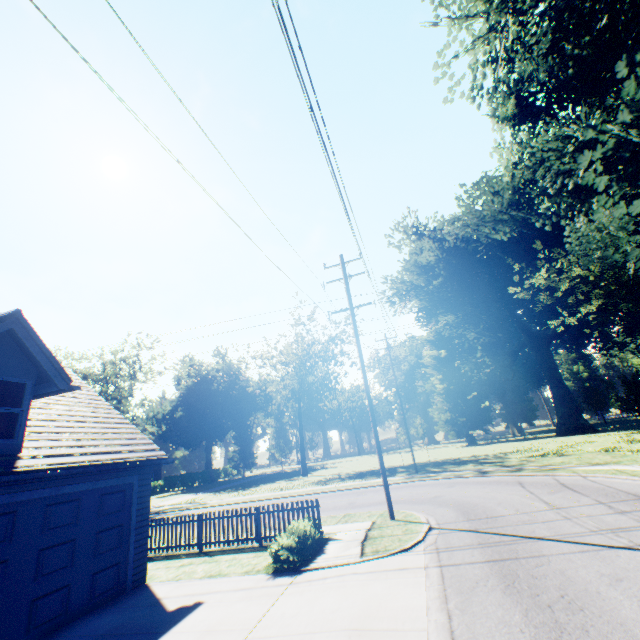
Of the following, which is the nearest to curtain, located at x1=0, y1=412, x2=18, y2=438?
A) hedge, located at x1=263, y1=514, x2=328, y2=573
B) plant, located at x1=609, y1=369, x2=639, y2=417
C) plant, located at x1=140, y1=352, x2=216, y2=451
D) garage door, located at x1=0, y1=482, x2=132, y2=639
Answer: garage door, located at x1=0, y1=482, x2=132, y2=639

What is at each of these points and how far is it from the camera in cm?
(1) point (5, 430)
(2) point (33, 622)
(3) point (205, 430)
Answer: (1) curtain, 744
(2) garage door, 690
(3) plant, 5778

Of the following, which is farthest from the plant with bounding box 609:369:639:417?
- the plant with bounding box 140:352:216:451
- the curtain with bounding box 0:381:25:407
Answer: the plant with bounding box 140:352:216:451

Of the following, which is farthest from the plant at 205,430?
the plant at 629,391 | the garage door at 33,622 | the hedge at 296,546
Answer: the plant at 629,391

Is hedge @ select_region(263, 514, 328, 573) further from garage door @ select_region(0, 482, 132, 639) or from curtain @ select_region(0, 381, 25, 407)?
curtain @ select_region(0, 381, 25, 407)

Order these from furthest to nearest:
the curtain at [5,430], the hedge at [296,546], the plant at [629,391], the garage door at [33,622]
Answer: the plant at [629,391] → the hedge at [296,546] → the curtain at [5,430] → the garage door at [33,622]

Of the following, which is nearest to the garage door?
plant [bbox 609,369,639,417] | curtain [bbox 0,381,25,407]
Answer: curtain [bbox 0,381,25,407]

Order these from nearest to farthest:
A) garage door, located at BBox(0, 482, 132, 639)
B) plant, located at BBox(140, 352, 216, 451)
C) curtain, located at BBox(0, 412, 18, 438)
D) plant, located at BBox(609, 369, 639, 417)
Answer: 1. garage door, located at BBox(0, 482, 132, 639)
2. curtain, located at BBox(0, 412, 18, 438)
3. plant, located at BBox(609, 369, 639, 417)
4. plant, located at BBox(140, 352, 216, 451)
